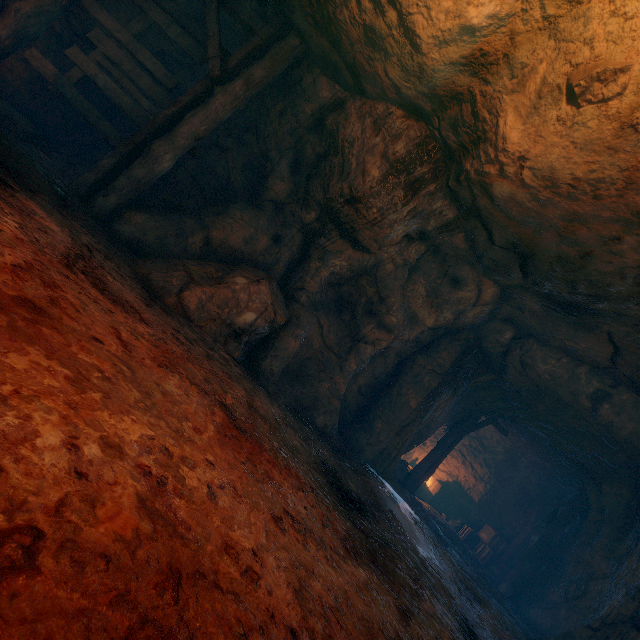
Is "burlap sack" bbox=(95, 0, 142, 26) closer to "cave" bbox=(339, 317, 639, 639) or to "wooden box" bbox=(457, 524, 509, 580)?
"cave" bbox=(339, 317, 639, 639)

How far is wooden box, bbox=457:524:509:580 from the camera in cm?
1238

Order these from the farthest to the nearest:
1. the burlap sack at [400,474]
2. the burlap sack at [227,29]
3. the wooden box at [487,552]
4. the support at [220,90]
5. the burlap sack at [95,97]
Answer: the wooden box at [487,552] → the burlap sack at [400,474] → the burlap sack at [95,97] → the burlap sack at [227,29] → the support at [220,90]

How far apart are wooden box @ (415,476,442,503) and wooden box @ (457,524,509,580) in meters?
1.6 m

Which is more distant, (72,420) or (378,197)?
(378,197)

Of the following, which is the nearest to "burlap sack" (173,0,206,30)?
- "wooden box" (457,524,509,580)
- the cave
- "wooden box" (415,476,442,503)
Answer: the cave

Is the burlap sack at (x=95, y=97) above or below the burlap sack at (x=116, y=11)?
below

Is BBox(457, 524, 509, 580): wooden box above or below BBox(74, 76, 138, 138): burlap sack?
below
